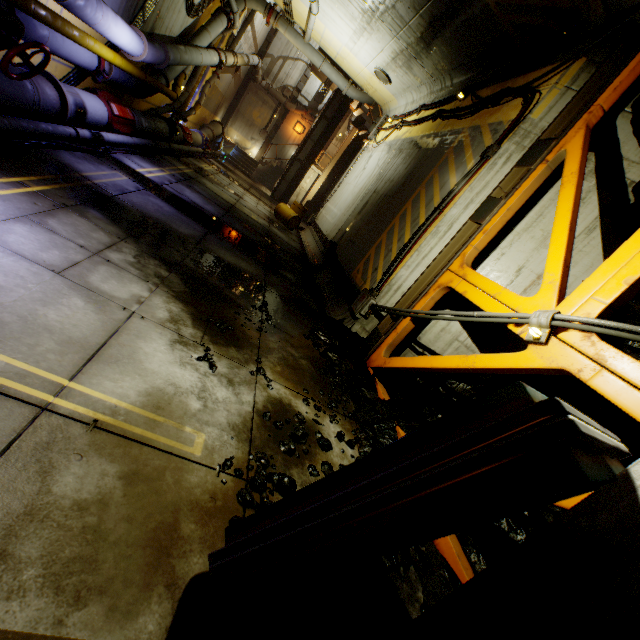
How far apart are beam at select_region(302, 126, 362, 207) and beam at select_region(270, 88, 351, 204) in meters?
1.2 m

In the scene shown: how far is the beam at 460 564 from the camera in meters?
3.0

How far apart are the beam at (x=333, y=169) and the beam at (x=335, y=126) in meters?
1.2

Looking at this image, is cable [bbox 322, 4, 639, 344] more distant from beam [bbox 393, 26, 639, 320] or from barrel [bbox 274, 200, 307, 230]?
barrel [bbox 274, 200, 307, 230]

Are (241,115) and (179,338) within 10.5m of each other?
no

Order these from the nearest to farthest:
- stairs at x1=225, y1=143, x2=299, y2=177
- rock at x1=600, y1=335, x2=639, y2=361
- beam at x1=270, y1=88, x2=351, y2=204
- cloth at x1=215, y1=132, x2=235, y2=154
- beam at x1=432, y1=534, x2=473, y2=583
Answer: beam at x1=432, y1=534, x2=473, y2=583, rock at x1=600, y1=335, x2=639, y2=361, beam at x1=270, y1=88, x2=351, y2=204, cloth at x1=215, y1=132, x2=235, y2=154, stairs at x1=225, y1=143, x2=299, y2=177

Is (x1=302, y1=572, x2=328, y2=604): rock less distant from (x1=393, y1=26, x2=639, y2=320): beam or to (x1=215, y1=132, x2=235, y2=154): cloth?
(x1=393, y1=26, x2=639, y2=320): beam

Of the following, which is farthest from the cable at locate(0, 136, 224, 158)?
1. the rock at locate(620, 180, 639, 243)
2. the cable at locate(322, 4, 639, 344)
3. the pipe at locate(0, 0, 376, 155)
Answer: the cable at locate(322, 4, 639, 344)
